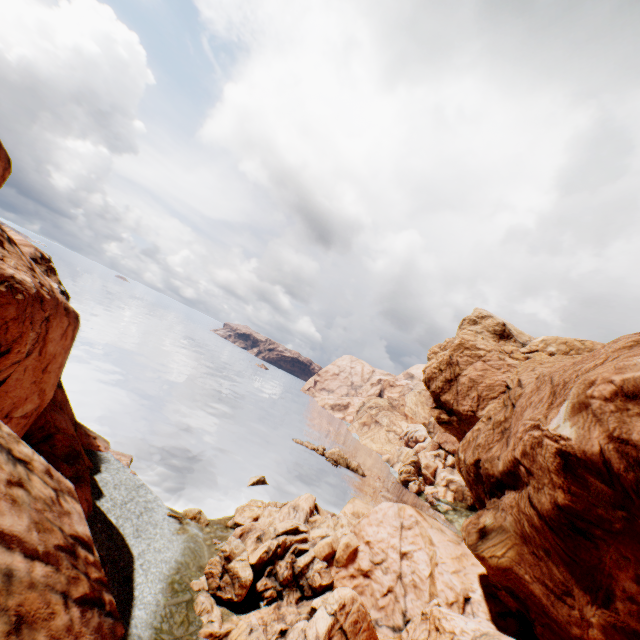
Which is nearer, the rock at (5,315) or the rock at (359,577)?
the rock at (5,315)

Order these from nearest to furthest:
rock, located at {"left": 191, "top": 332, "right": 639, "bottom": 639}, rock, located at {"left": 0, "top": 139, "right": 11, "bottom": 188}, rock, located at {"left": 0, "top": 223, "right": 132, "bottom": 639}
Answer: rock, located at {"left": 0, "top": 223, "right": 132, "bottom": 639} < rock, located at {"left": 191, "top": 332, "right": 639, "bottom": 639} < rock, located at {"left": 0, "top": 139, "right": 11, "bottom": 188}

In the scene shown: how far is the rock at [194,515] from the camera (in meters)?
28.97

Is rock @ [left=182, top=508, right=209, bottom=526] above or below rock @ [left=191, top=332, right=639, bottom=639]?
below

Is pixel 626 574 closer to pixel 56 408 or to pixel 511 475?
pixel 511 475

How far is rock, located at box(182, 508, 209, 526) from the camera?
28.97m

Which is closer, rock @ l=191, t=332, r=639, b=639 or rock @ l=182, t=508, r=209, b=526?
rock @ l=191, t=332, r=639, b=639
